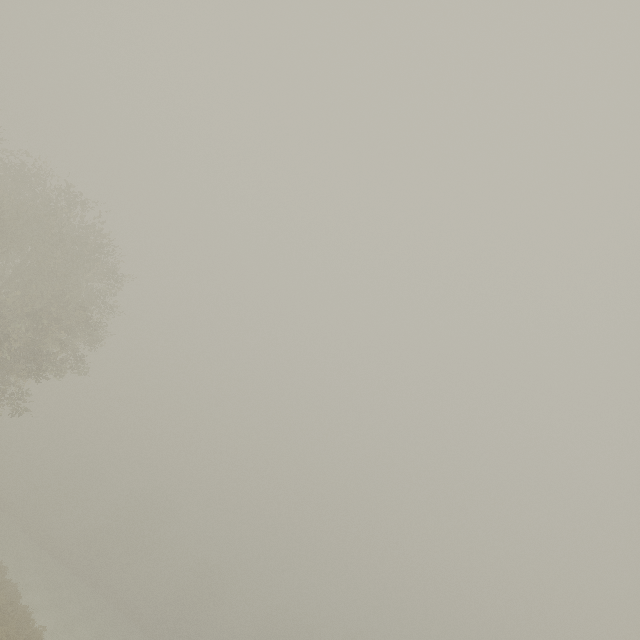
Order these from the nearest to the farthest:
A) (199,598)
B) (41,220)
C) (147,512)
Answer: (41,220) → (199,598) → (147,512)
